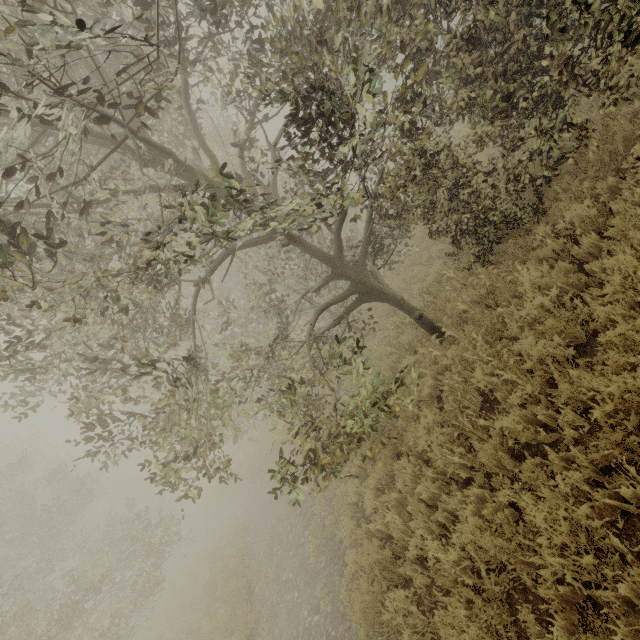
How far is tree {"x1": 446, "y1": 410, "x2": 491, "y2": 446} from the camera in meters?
4.5

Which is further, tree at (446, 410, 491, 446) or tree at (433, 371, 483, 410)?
tree at (433, 371, 483, 410)

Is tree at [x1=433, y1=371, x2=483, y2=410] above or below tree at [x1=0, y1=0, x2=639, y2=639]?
below

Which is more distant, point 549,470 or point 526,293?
point 526,293

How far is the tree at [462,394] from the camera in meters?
5.0

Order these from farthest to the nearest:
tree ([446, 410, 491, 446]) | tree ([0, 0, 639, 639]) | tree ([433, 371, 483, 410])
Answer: tree ([433, 371, 483, 410]) → tree ([446, 410, 491, 446]) → tree ([0, 0, 639, 639])
